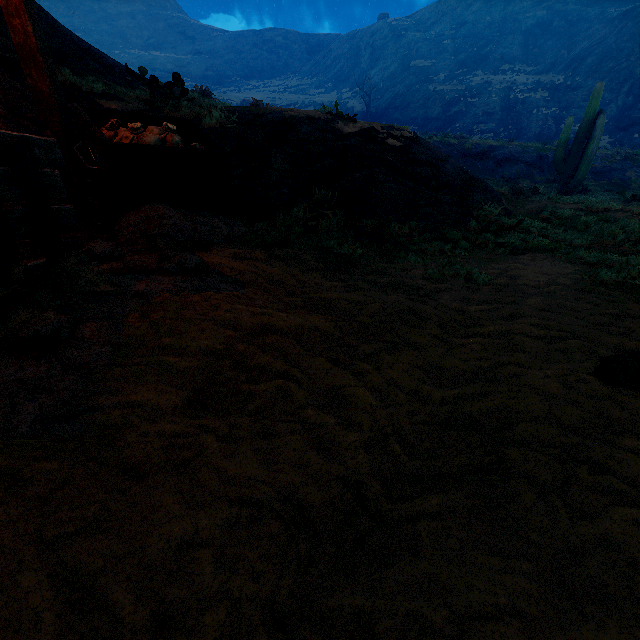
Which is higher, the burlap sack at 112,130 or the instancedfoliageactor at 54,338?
the burlap sack at 112,130

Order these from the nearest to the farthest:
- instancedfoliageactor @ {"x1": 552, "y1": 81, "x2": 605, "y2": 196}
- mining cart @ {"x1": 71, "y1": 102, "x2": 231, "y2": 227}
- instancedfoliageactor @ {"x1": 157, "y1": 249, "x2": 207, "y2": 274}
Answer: instancedfoliageactor @ {"x1": 157, "y1": 249, "x2": 207, "y2": 274}
mining cart @ {"x1": 71, "y1": 102, "x2": 231, "y2": 227}
instancedfoliageactor @ {"x1": 552, "y1": 81, "x2": 605, "y2": 196}

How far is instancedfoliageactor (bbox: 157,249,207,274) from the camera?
2.9 meters

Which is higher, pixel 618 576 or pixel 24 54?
pixel 24 54

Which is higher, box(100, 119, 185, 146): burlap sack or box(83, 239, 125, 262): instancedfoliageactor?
box(100, 119, 185, 146): burlap sack

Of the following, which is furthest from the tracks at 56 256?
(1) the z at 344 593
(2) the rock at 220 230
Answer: (2) the rock at 220 230

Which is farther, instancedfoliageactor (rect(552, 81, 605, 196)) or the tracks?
instancedfoliageactor (rect(552, 81, 605, 196))

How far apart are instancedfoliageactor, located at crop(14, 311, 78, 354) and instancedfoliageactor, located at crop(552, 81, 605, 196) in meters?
17.6 m
